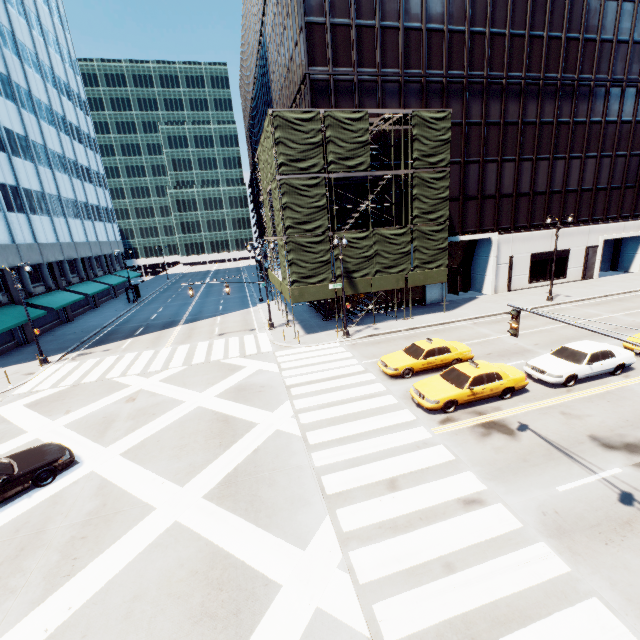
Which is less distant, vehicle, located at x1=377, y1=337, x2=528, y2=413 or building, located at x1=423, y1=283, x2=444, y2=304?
vehicle, located at x1=377, y1=337, x2=528, y2=413

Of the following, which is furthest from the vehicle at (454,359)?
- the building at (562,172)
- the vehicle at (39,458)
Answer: the building at (562,172)

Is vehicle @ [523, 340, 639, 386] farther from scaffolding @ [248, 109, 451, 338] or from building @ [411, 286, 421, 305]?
building @ [411, 286, 421, 305]

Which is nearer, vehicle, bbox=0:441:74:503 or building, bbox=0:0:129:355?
vehicle, bbox=0:441:74:503

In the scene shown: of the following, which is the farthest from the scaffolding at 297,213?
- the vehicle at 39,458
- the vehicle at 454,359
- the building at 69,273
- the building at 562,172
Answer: the building at 69,273

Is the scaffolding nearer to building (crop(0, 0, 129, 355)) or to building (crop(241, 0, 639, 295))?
building (crop(241, 0, 639, 295))

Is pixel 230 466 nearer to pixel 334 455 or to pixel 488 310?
pixel 334 455

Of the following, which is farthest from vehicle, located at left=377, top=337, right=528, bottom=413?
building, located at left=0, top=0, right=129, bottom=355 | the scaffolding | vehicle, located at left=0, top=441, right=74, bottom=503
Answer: building, located at left=0, top=0, right=129, bottom=355
